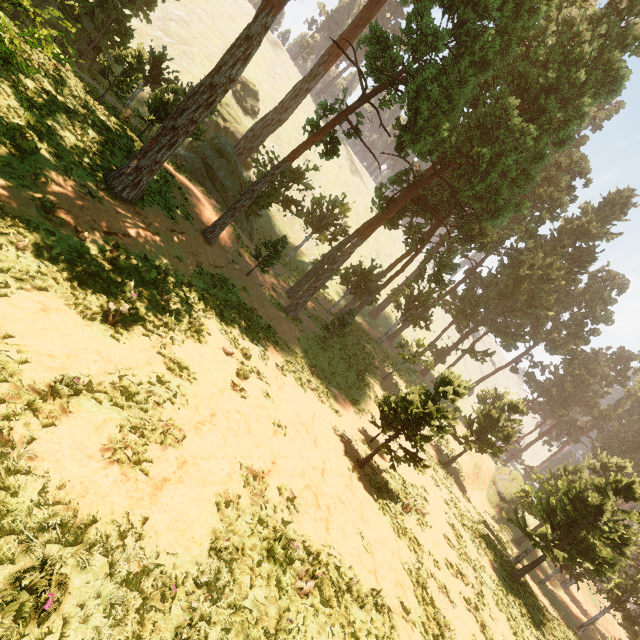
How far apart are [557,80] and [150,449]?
26.5 meters
